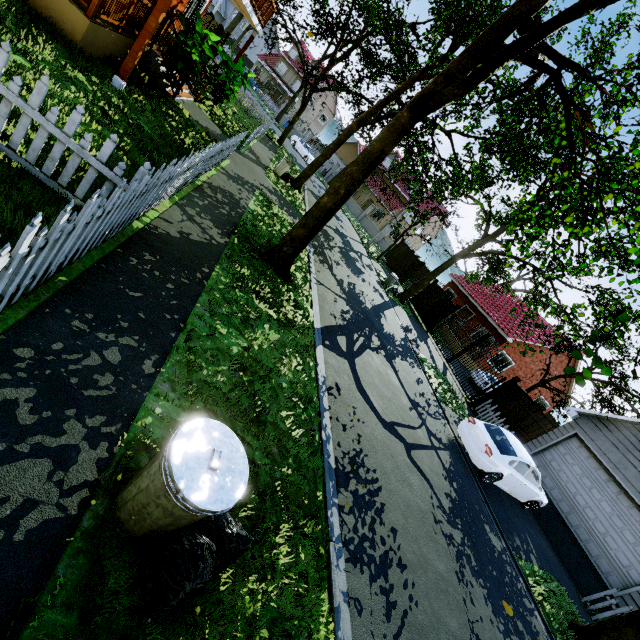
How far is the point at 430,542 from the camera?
5.8 meters

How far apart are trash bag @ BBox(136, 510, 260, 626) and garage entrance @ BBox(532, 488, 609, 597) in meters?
13.2

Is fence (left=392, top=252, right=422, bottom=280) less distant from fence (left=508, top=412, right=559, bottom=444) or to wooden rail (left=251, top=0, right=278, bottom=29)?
fence (left=508, top=412, right=559, bottom=444)

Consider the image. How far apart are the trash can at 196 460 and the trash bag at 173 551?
0.01m

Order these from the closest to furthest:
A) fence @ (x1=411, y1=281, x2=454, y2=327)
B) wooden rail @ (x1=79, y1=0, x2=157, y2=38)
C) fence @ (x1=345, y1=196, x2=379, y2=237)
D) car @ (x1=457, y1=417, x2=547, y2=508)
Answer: wooden rail @ (x1=79, y1=0, x2=157, y2=38)
car @ (x1=457, y1=417, x2=547, y2=508)
fence @ (x1=411, y1=281, x2=454, y2=327)
fence @ (x1=345, y1=196, x2=379, y2=237)

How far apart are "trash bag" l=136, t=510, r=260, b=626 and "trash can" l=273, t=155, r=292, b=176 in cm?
1622

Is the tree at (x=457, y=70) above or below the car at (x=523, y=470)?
above

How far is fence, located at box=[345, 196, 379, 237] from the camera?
37.4 meters
